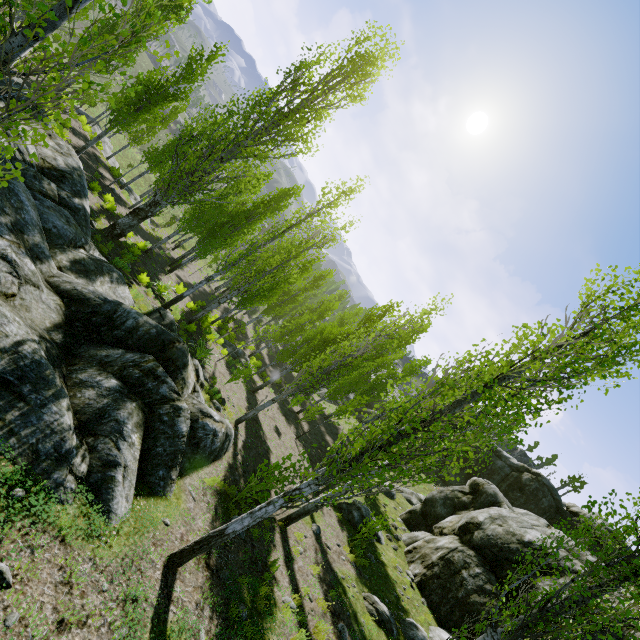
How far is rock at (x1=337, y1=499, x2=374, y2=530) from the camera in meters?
14.3

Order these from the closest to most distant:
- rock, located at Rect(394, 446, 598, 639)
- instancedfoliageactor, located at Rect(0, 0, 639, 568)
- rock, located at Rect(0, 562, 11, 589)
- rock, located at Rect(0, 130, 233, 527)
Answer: instancedfoliageactor, located at Rect(0, 0, 639, 568) < rock, located at Rect(0, 562, 11, 589) < rock, located at Rect(0, 130, 233, 527) < rock, located at Rect(394, 446, 598, 639)

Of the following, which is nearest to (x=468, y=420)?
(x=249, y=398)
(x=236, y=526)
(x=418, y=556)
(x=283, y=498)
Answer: (x=283, y=498)

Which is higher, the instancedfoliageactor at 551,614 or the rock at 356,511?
the instancedfoliageactor at 551,614

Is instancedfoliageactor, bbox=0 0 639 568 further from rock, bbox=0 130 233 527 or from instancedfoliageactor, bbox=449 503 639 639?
instancedfoliageactor, bbox=449 503 639 639

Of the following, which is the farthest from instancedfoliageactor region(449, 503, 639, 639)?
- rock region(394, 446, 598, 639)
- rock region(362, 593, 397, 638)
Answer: rock region(362, 593, 397, 638)

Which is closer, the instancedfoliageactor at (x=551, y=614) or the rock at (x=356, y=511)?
the instancedfoliageactor at (x=551, y=614)

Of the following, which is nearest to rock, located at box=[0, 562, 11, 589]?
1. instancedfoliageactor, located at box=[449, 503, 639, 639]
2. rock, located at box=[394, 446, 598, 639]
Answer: rock, located at box=[394, 446, 598, 639]
